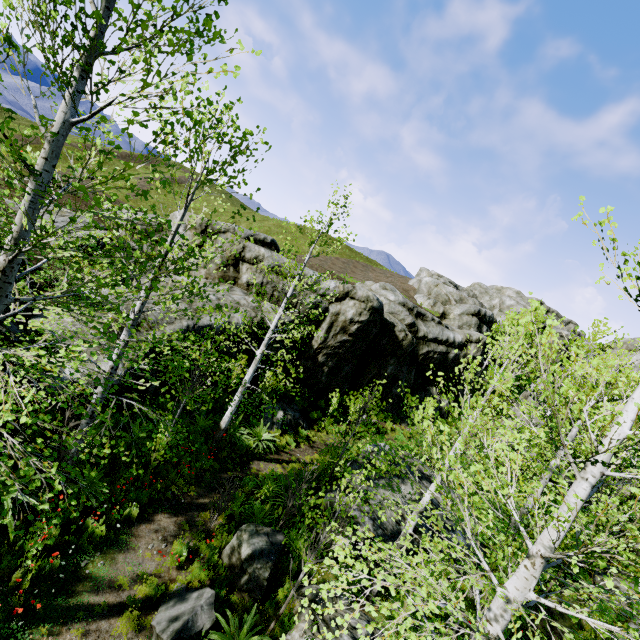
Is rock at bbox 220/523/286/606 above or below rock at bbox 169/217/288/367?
below

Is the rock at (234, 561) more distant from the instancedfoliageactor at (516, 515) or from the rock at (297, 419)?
the rock at (297, 419)

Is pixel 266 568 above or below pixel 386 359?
below

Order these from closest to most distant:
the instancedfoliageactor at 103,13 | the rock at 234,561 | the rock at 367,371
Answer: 1. the instancedfoliageactor at 103,13
2. the rock at 234,561
3. the rock at 367,371

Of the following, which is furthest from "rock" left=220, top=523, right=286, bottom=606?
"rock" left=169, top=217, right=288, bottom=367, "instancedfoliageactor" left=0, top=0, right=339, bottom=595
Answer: "rock" left=169, top=217, right=288, bottom=367

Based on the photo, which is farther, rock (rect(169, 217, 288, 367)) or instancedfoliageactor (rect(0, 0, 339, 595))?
rock (rect(169, 217, 288, 367))

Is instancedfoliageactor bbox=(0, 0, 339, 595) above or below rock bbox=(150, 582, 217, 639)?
above

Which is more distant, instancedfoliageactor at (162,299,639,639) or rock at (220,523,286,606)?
rock at (220,523,286,606)
